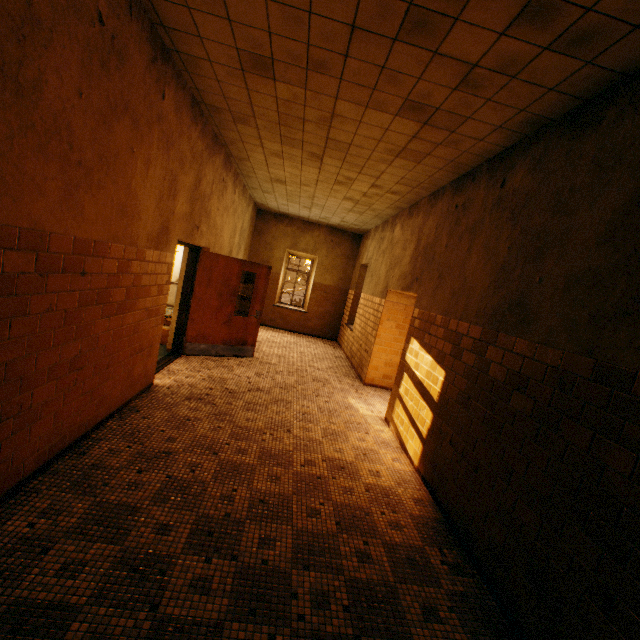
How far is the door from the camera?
6.21m

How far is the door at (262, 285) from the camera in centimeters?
621cm

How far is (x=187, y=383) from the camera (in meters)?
5.18
